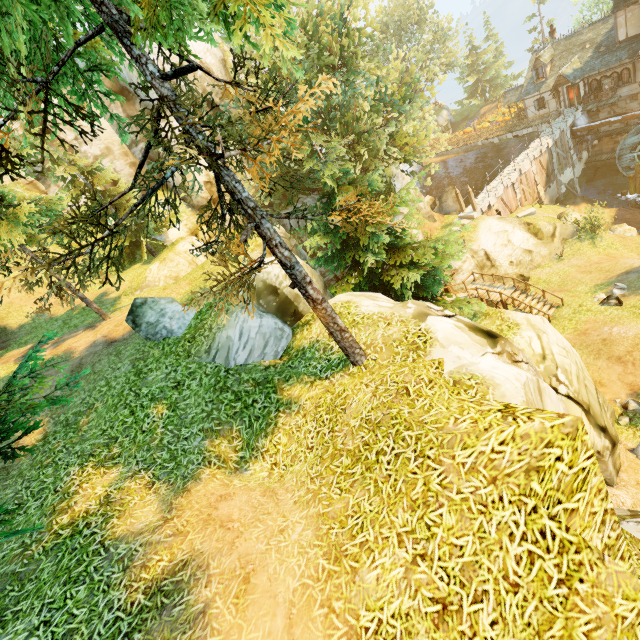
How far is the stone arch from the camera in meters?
35.8 m

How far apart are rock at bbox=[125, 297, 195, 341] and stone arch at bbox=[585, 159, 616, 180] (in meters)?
47.20

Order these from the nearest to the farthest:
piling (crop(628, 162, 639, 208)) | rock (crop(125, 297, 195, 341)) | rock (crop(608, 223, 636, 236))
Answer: rock (crop(125, 297, 195, 341)) → rock (crop(608, 223, 636, 236)) → piling (crop(628, 162, 639, 208))

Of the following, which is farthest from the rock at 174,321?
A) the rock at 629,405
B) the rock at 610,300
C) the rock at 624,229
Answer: the rock at 624,229

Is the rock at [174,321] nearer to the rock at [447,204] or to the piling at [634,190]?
the rock at [447,204]

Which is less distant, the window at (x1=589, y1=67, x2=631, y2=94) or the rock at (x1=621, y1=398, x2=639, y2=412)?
the rock at (x1=621, y1=398, x2=639, y2=412)

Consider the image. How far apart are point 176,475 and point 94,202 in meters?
23.2 m

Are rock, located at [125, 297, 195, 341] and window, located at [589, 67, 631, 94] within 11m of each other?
no
